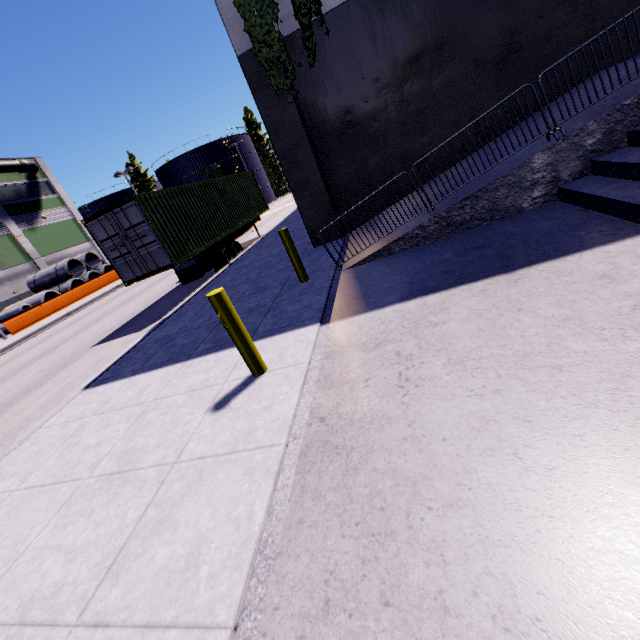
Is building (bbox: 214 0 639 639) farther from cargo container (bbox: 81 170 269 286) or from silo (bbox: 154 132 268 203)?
silo (bbox: 154 132 268 203)

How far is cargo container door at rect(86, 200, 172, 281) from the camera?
10.1 meters

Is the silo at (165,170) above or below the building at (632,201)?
above

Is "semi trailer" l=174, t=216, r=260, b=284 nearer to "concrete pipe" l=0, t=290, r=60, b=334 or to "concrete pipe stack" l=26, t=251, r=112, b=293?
"concrete pipe stack" l=26, t=251, r=112, b=293

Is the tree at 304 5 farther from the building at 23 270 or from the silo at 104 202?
the silo at 104 202

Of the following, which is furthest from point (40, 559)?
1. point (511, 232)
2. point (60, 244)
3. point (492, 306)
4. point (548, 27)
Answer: point (60, 244)

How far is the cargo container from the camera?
10.36m

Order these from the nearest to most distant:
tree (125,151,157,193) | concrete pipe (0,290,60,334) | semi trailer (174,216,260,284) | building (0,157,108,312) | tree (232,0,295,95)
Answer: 1. tree (232,0,295,95)
2. semi trailer (174,216,260,284)
3. concrete pipe (0,290,60,334)
4. building (0,157,108,312)
5. tree (125,151,157,193)
